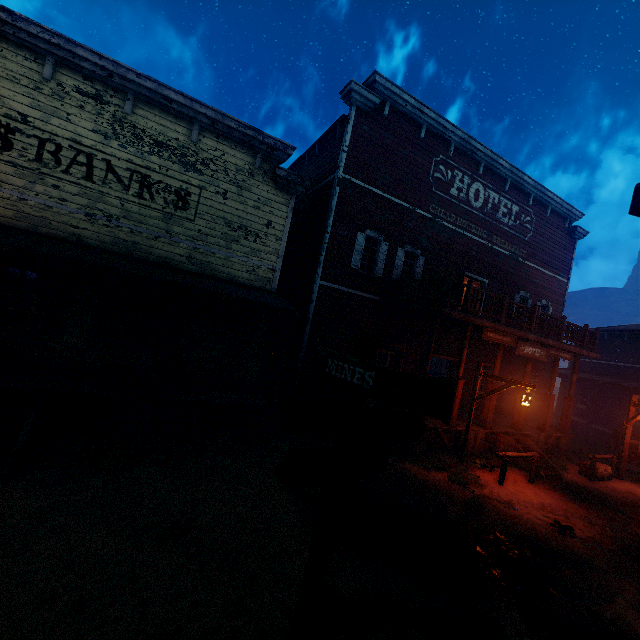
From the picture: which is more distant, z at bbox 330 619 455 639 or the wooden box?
the wooden box

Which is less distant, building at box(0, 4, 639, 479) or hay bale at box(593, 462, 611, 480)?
building at box(0, 4, 639, 479)

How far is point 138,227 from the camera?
8.84m

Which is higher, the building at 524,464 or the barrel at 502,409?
the barrel at 502,409

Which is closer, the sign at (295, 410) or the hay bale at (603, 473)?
the sign at (295, 410)

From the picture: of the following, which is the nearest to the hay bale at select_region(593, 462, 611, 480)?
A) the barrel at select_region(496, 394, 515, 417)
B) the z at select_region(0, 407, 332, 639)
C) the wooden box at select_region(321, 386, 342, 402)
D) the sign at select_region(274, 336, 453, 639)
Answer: the z at select_region(0, 407, 332, 639)

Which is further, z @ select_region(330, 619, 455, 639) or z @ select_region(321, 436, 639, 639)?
z @ select_region(321, 436, 639, 639)

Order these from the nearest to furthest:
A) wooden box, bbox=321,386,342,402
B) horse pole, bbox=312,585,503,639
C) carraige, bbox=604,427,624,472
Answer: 1. horse pole, bbox=312,585,503,639
2. wooden box, bbox=321,386,342,402
3. carraige, bbox=604,427,624,472
